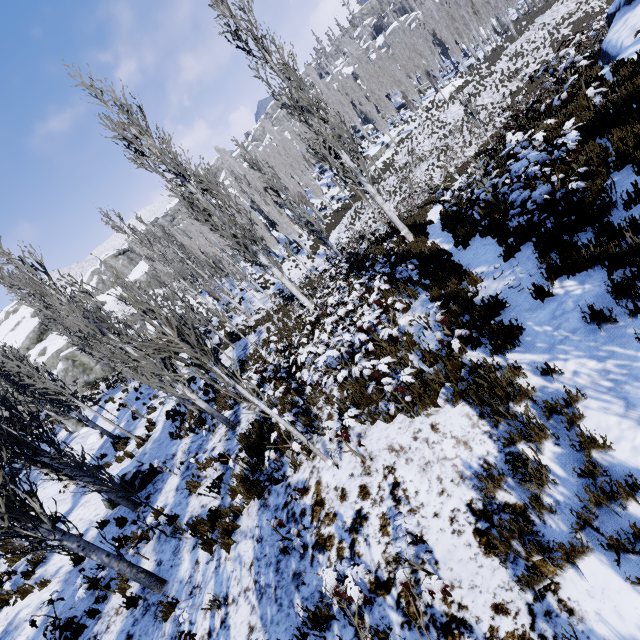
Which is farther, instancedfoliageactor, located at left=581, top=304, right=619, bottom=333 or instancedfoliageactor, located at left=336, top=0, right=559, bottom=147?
instancedfoliageactor, located at left=336, top=0, right=559, bottom=147

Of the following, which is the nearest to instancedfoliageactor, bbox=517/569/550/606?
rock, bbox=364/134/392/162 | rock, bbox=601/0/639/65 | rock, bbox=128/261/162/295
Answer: rock, bbox=364/134/392/162

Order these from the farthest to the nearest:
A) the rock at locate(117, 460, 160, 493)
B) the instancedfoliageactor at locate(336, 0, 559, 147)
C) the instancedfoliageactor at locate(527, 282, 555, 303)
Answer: the instancedfoliageactor at locate(336, 0, 559, 147), the rock at locate(117, 460, 160, 493), the instancedfoliageactor at locate(527, 282, 555, 303)

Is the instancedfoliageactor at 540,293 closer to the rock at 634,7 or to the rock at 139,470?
the rock at 139,470

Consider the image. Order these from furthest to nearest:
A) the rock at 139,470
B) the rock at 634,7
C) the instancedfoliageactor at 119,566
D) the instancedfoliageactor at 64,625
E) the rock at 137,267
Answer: the rock at 137,267 → the rock at 139,470 → the rock at 634,7 → the instancedfoliageactor at 64,625 → the instancedfoliageactor at 119,566

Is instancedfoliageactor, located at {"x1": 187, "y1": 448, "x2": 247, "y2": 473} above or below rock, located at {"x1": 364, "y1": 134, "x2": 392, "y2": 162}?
above

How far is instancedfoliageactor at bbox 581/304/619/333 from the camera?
3.76m

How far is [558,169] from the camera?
6.18m
